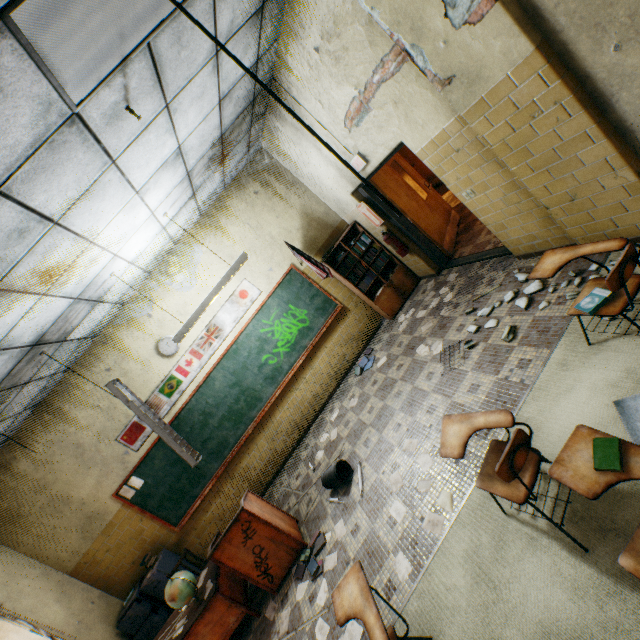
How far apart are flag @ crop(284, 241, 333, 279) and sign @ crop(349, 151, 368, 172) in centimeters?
158cm

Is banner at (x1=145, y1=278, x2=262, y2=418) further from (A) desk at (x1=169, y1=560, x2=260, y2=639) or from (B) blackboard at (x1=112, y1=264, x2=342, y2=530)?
(A) desk at (x1=169, y1=560, x2=260, y2=639)

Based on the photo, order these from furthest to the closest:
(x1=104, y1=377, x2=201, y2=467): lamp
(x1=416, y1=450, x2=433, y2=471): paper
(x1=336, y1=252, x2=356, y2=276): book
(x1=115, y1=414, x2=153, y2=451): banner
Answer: (x1=336, y1=252, x2=356, y2=276): book → (x1=115, y1=414, x2=153, y2=451): banner → (x1=104, y1=377, x2=201, y2=467): lamp → (x1=416, y1=450, x2=433, y2=471): paper

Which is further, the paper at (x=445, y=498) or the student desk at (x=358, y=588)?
the paper at (x=445, y=498)

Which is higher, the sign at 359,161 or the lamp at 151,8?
the lamp at 151,8

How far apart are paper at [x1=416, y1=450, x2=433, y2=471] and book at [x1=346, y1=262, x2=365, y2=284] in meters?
3.4

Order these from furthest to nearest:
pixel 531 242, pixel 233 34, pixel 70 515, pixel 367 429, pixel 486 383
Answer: pixel 70 515 < pixel 367 429 < pixel 531 242 < pixel 486 383 < pixel 233 34

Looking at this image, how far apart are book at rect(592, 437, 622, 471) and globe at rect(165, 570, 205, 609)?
4.4 meters
